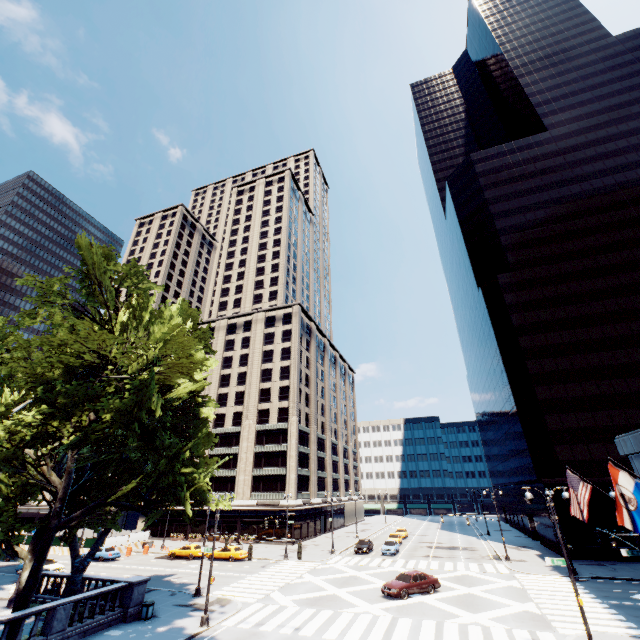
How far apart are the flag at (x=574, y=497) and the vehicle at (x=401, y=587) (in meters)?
14.82

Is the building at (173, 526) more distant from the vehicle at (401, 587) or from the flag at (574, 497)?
the flag at (574, 497)

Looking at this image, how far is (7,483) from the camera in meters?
15.7 m

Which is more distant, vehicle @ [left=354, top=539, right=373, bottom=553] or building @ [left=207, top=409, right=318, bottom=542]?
building @ [left=207, top=409, right=318, bottom=542]

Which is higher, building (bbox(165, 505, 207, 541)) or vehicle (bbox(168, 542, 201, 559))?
building (bbox(165, 505, 207, 541))

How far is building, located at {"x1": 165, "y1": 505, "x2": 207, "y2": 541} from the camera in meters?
56.0

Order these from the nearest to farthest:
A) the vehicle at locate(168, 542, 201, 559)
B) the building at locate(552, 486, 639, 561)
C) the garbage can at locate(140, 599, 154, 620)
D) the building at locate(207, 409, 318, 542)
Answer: the garbage can at locate(140, 599, 154, 620)
the building at locate(552, 486, 639, 561)
the vehicle at locate(168, 542, 201, 559)
the building at locate(207, 409, 318, 542)

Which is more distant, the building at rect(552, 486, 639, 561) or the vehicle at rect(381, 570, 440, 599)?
the building at rect(552, 486, 639, 561)
